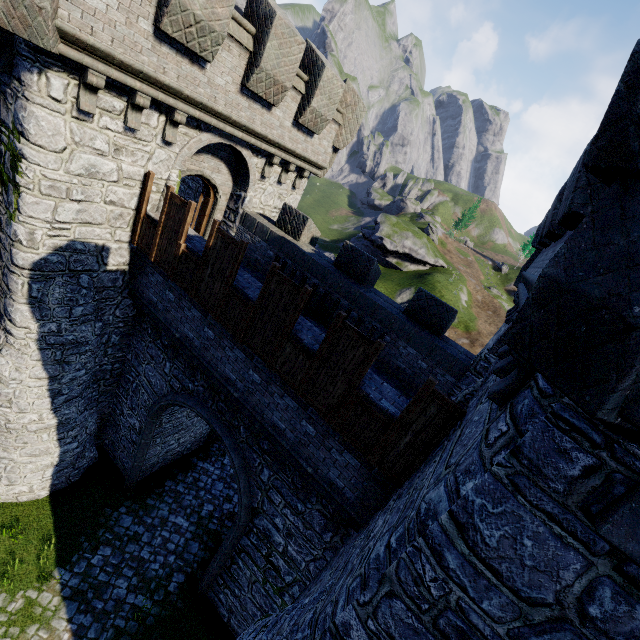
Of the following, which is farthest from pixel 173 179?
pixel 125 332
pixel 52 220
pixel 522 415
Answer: pixel 522 415

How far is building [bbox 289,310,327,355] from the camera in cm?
719

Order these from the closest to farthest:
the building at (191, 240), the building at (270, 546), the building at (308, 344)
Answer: the building at (270, 546), the building at (308, 344), the building at (191, 240)

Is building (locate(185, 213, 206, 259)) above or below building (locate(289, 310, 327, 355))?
above

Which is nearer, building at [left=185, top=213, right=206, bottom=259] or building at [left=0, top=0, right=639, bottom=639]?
building at [left=0, top=0, right=639, bottom=639]

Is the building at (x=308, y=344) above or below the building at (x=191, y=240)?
below
